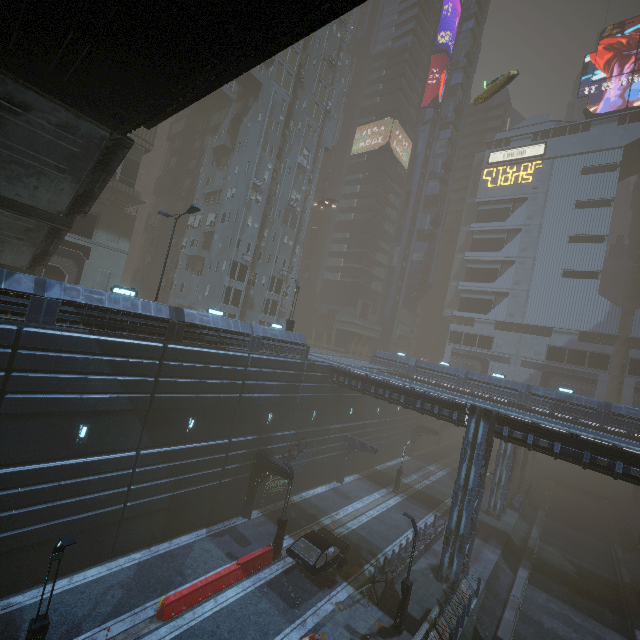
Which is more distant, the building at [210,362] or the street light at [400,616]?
the street light at [400,616]

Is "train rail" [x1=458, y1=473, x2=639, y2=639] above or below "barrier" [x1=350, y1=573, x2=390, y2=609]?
below

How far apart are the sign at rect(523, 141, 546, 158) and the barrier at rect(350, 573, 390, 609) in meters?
69.5 m

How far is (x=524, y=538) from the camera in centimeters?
3189cm

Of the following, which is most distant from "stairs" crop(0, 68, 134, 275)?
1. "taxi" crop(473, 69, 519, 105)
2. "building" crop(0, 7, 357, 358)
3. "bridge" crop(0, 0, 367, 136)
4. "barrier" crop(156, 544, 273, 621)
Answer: "taxi" crop(473, 69, 519, 105)

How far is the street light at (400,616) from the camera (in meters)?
16.73

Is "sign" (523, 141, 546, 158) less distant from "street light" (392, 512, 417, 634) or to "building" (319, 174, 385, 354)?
"building" (319, 174, 385, 354)

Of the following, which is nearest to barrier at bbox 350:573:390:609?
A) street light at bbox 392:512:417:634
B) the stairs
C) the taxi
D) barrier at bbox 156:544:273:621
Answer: street light at bbox 392:512:417:634
